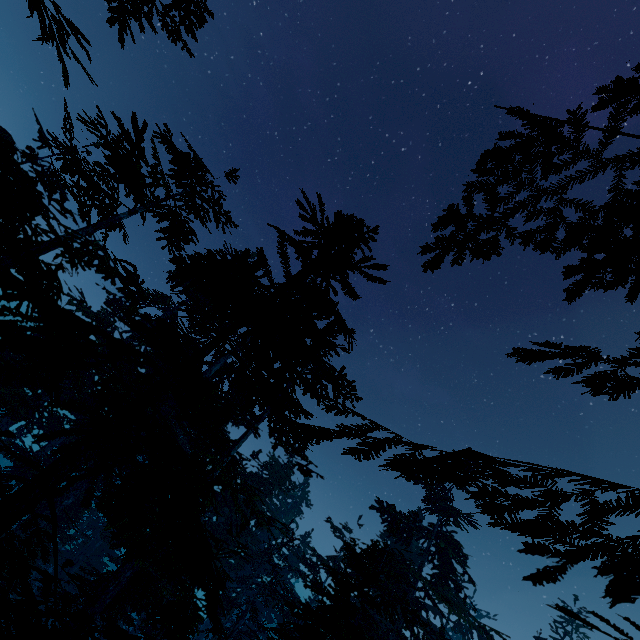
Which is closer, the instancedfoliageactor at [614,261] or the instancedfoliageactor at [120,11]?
the instancedfoliageactor at [614,261]

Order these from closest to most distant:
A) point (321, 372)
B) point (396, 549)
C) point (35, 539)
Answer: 1. point (396, 549)
2. point (321, 372)
3. point (35, 539)

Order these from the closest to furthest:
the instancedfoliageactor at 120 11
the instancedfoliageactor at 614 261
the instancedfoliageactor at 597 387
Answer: the instancedfoliageactor at 597 387, the instancedfoliageactor at 614 261, the instancedfoliageactor at 120 11

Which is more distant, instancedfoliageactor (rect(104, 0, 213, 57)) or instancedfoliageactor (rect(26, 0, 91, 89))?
instancedfoliageactor (rect(104, 0, 213, 57))

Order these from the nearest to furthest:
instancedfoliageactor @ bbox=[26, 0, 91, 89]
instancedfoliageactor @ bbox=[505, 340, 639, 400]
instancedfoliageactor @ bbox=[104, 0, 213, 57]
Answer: instancedfoliageactor @ bbox=[505, 340, 639, 400] < instancedfoliageactor @ bbox=[26, 0, 91, 89] < instancedfoliageactor @ bbox=[104, 0, 213, 57]
